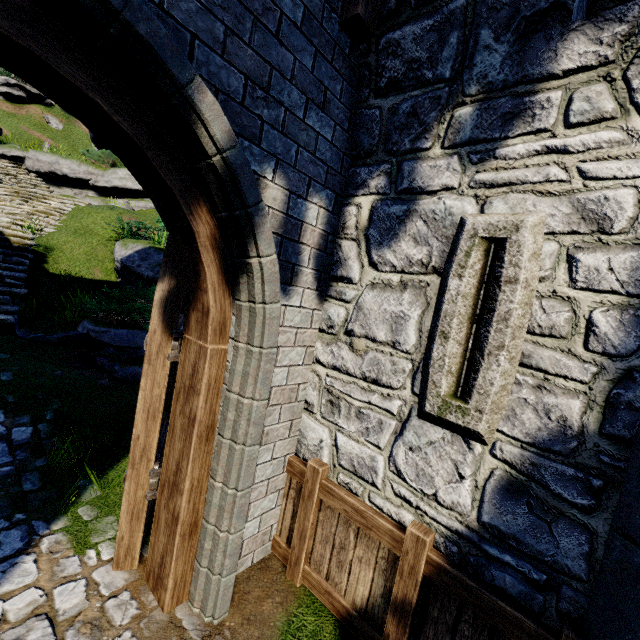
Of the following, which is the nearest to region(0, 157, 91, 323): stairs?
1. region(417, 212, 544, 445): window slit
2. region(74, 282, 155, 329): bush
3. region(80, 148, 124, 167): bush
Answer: region(80, 148, 124, 167): bush

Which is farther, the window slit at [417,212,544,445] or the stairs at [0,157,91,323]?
the stairs at [0,157,91,323]

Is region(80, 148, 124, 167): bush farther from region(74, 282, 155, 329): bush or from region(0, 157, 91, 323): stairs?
region(74, 282, 155, 329): bush

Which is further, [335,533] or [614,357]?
[335,533]

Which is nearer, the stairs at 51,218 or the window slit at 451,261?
the window slit at 451,261

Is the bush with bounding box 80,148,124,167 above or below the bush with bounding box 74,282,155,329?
above

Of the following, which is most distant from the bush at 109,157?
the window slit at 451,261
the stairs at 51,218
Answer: the window slit at 451,261

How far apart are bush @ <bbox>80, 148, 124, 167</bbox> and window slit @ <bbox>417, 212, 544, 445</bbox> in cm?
2076
